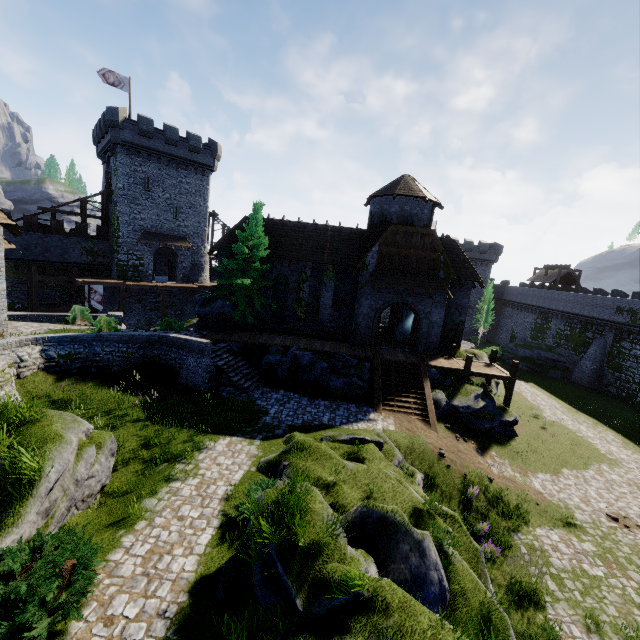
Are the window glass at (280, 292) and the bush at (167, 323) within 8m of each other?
yes

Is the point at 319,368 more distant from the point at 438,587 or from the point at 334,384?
the point at 438,587

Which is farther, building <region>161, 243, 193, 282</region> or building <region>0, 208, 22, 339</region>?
building <region>161, 243, 193, 282</region>

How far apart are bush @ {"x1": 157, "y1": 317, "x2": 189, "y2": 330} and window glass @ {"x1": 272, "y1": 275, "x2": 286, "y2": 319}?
7.27m

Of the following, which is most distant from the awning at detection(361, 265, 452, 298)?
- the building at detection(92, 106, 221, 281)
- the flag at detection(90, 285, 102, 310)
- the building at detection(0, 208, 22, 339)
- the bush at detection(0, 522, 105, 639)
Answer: the flag at detection(90, 285, 102, 310)

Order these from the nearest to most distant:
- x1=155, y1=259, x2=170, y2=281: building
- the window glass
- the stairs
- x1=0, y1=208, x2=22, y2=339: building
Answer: x1=0, y1=208, x2=22, y2=339: building, the stairs, the window glass, x1=155, y1=259, x2=170, y2=281: building

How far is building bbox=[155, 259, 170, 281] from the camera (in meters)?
40.18

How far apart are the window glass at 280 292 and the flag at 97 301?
18.5m
